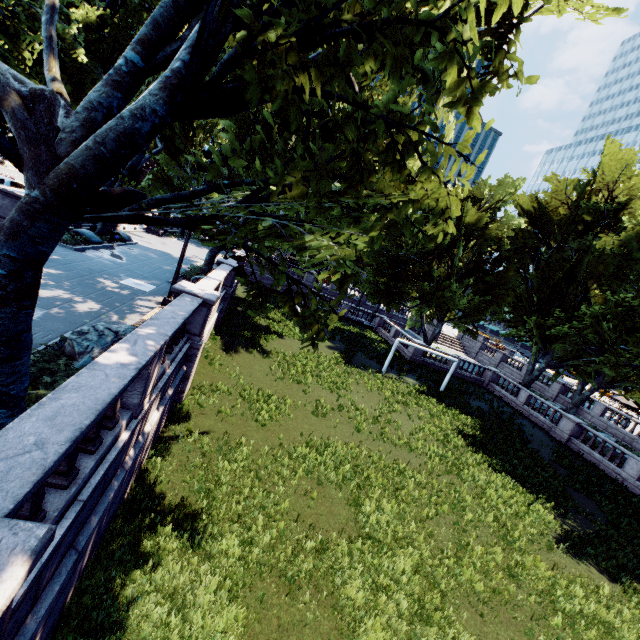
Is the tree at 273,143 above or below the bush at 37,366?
above

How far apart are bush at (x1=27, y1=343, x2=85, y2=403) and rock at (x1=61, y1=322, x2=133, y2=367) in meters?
0.0 m

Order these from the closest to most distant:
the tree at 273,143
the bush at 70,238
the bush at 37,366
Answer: the tree at 273,143 < the bush at 37,366 < the bush at 70,238

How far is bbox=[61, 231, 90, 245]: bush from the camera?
18.3 meters

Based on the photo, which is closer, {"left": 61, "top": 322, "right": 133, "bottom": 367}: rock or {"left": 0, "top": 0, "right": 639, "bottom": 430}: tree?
{"left": 0, "top": 0, "right": 639, "bottom": 430}: tree

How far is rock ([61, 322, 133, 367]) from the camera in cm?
770

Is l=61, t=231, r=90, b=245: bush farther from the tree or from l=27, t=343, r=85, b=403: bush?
l=27, t=343, r=85, b=403: bush

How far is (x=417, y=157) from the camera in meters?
22.0 m
